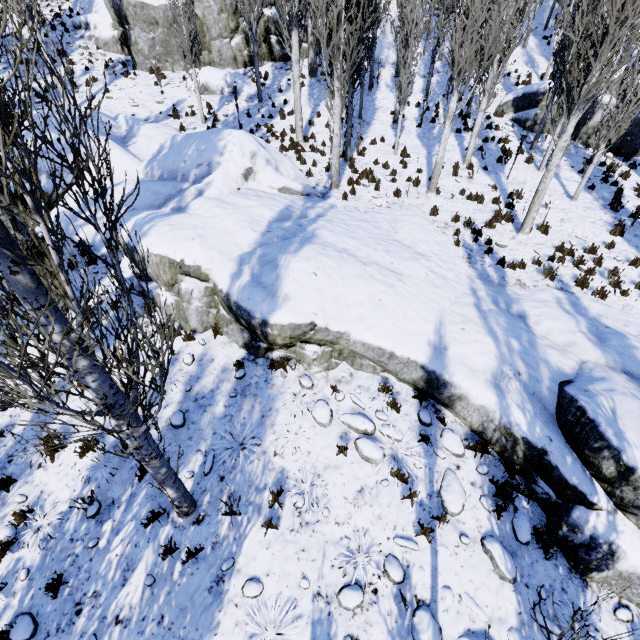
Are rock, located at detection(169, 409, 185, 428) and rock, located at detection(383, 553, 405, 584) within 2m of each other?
no

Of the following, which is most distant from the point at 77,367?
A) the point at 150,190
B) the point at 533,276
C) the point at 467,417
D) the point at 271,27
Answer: the point at 271,27

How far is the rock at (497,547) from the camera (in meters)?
4.70

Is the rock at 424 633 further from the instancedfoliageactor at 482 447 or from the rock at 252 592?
the rock at 252 592

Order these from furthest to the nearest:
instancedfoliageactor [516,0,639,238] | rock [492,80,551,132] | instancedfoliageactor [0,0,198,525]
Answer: rock [492,80,551,132], instancedfoliageactor [516,0,639,238], instancedfoliageactor [0,0,198,525]

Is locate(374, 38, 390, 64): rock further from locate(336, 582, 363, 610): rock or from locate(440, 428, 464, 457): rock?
locate(336, 582, 363, 610): rock

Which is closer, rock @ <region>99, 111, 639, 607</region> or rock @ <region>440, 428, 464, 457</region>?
rock @ <region>99, 111, 639, 607</region>

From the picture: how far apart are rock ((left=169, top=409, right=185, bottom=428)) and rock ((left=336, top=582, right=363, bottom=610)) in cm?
386
